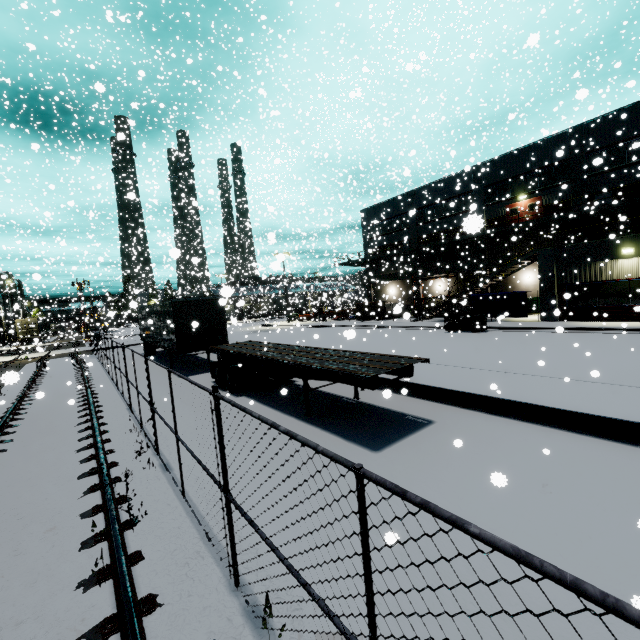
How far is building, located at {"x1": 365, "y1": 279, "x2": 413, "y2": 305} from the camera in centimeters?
3903cm

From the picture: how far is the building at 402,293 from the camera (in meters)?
39.03

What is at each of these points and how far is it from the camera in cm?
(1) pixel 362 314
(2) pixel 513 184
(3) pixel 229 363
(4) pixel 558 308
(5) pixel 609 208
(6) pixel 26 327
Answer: (1) tarp, 3516
(2) building, 2998
(3) semi trailer, 1311
(4) building, 2147
(5) balcony, 2253
(6) cargo container door, 4928

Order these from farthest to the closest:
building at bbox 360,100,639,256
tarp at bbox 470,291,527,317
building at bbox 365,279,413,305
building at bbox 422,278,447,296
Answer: building at bbox 365,279,413,305 → building at bbox 422,278,447,296 → building at bbox 360,100,639,256 → tarp at bbox 470,291,527,317

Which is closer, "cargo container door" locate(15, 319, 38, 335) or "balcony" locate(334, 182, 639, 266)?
"balcony" locate(334, 182, 639, 266)

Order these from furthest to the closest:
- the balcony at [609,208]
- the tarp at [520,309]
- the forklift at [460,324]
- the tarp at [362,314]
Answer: the tarp at [362,314]
the tarp at [520,309]
the balcony at [609,208]
the forklift at [460,324]

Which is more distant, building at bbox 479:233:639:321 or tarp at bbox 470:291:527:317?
tarp at bbox 470:291:527:317
